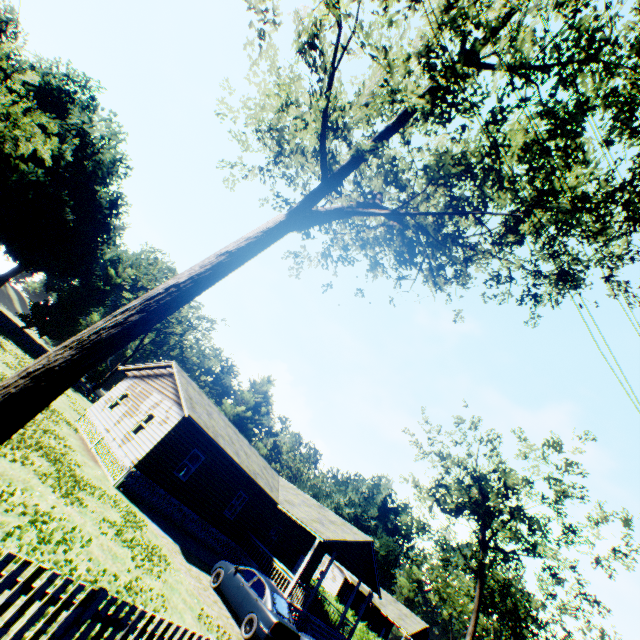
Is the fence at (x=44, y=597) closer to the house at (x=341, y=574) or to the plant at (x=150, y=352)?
the house at (x=341, y=574)

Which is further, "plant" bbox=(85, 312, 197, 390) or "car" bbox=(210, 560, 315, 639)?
"plant" bbox=(85, 312, 197, 390)

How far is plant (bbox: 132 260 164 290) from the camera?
52.16m

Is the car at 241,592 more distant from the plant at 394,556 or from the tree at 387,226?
the plant at 394,556

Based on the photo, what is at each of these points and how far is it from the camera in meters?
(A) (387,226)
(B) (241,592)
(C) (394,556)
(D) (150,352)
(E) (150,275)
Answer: (A) tree, 15.5
(B) car, 12.7
(C) plant, 54.3
(D) plant, 57.4
(E) plant, 51.8

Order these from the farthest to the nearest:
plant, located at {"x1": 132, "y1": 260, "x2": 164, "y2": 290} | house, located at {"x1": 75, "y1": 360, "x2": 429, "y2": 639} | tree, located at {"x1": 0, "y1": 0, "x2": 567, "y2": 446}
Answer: plant, located at {"x1": 132, "y1": 260, "x2": 164, "y2": 290} < house, located at {"x1": 75, "y1": 360, "x2": 429, "y2": 639} < tree, located at {"x1": 0, "y1": 0, "x2": 567, "y2": 446}

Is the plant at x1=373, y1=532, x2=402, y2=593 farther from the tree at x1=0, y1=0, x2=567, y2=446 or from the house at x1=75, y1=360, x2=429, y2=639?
the house at x1=75, y1=360, x2=429, y2=639

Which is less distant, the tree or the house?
the tree
